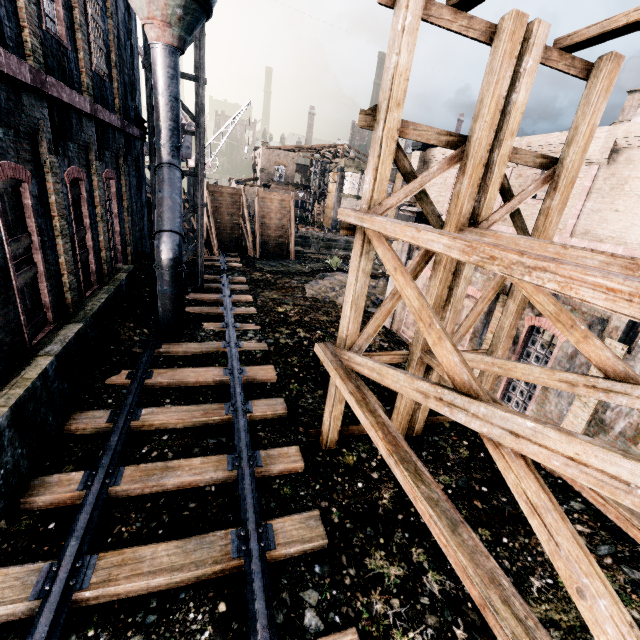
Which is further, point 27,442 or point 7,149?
point 7,149

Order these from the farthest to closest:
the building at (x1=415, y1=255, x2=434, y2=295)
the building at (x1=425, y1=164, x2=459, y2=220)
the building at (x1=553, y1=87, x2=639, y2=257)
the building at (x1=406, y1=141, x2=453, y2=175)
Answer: the building at (x1=406, y1=141, x2=453, y2=175), the building at (x1=425, y1=164, x2=459, y2=220), the building at (x1=415, y1=255, x2=434, y2=295), the building at (x1=553, y1=87, x2=639, y2=257)

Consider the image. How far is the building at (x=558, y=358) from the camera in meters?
8.1

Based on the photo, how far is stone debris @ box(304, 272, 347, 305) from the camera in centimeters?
1978cm

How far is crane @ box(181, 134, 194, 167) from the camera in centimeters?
3375cm

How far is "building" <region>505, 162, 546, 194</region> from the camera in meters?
16.2 m

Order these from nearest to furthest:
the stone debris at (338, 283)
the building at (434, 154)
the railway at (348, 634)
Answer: the railway at (348, 634) < the stone debris at (338, 283) < the building at (434, 154)
